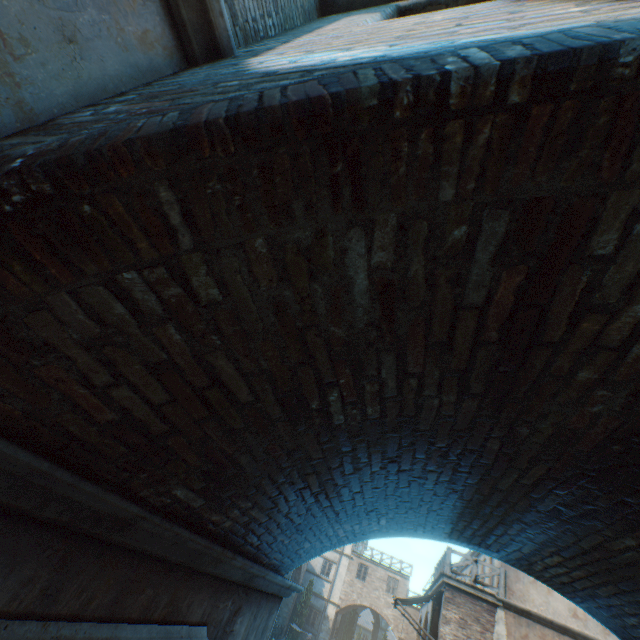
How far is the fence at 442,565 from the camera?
12.73m

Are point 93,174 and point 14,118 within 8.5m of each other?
yes

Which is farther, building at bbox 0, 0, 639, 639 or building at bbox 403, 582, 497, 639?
building at bbox 403, 582, 497, 639

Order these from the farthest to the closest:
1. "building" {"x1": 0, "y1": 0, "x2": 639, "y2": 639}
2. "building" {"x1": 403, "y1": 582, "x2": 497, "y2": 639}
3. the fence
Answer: the fence
"building" {"x1": 403, "y1": 582, "x2": 497, "y2": 639}
"building" {"x1": 0, "y1": 0, "x2": 639, "y2": 639}

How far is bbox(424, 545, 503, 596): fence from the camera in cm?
1273

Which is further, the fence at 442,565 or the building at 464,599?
the fence at 442,565

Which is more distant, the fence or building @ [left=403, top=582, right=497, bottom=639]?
the fence

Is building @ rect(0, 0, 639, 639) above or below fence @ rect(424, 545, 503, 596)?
below
